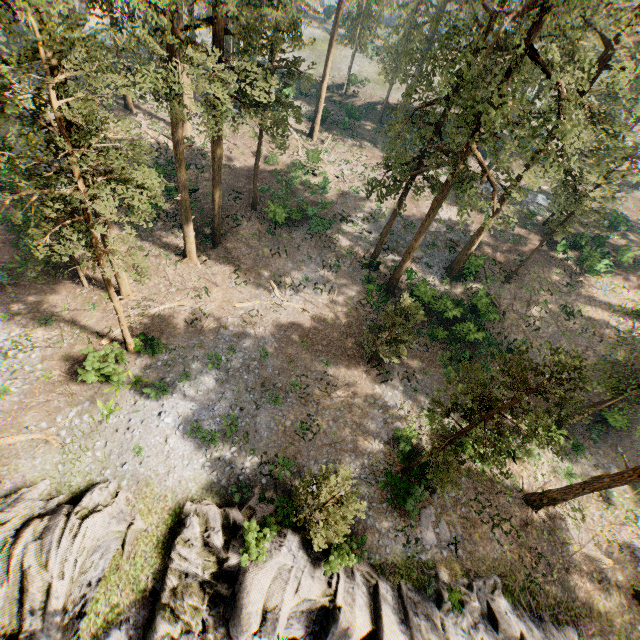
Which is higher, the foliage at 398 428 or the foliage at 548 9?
the foliage at 548 9

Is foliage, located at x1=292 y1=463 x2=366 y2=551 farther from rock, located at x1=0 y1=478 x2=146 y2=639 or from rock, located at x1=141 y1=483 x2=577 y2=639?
rock, located at x1=141 y1=483 x2=577 y2=639

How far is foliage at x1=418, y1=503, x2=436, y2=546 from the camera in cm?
1952

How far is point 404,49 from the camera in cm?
4241

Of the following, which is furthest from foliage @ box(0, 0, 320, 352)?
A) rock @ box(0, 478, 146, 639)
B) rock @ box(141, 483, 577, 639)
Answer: rock @ box(141, 483, 577, 639)

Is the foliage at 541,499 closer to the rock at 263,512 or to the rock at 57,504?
the rock at 57,504
